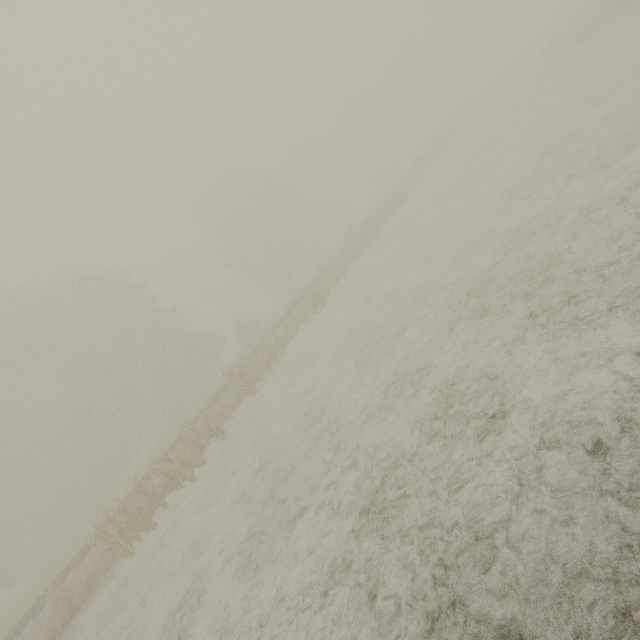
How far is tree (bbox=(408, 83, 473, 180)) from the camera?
31.28m

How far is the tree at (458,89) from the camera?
31.28m

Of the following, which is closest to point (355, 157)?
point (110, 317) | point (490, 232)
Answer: point (110, 317)
